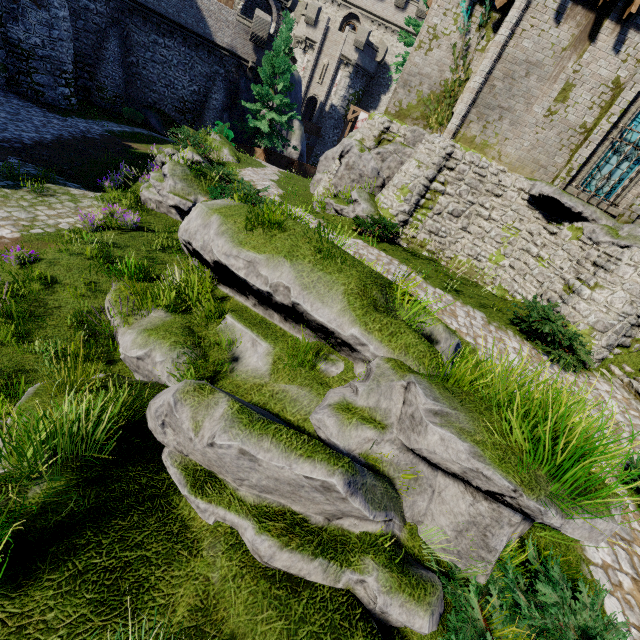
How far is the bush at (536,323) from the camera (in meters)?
9.16

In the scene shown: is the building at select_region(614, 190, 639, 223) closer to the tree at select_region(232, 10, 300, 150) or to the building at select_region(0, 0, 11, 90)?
the tree at select_region(232, 10, 300, 150)

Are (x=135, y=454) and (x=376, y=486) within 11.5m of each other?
yes

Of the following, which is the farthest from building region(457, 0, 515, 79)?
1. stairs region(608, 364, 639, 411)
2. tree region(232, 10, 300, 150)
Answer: tree region(232, 10, 300, 150)

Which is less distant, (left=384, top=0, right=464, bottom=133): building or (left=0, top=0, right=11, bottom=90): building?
(left=384, top=0, right=464, bottom=133): building

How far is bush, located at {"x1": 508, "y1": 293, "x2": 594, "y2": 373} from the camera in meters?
9.2

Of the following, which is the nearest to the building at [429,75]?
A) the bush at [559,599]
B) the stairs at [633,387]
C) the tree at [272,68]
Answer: the stairs at [633,387]

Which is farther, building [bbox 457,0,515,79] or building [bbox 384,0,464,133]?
building [bbox 384,0,464,133]
